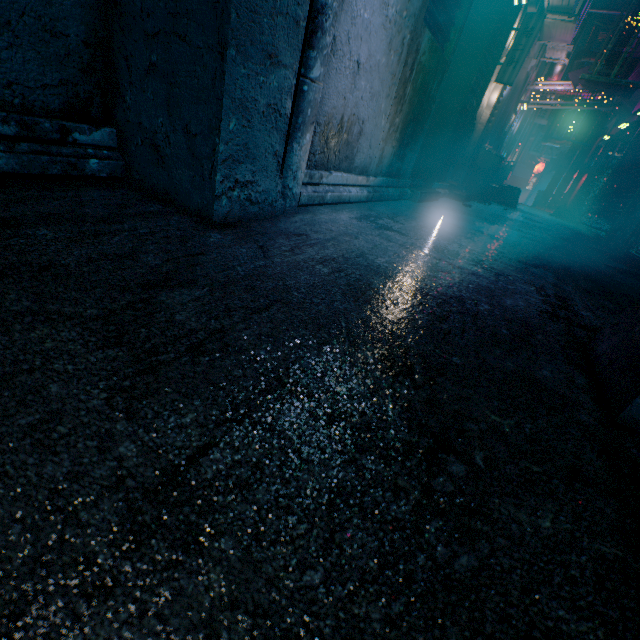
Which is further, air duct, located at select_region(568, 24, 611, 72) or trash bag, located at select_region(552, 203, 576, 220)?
air duct, located at select_region(568, 24, 611, 72)

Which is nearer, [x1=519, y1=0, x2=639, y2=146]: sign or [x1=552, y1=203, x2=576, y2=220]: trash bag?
[x1=519, y1=0, x2=639, y2=146]: sign

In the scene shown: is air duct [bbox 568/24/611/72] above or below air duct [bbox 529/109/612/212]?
above

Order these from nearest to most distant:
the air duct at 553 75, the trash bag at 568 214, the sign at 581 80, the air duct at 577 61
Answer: the sign at 581 80 < the air duct at 553 75 < the trash bag at 568 214 < the air duct at 577 61

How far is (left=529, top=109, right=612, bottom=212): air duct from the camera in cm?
1139

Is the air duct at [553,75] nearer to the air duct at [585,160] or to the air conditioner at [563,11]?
the air conditioner at [563,11]

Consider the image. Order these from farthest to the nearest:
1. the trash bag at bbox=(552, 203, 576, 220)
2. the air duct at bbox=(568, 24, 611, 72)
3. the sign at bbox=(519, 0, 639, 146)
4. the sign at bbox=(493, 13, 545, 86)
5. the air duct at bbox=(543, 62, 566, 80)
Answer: the air duct at bbox=(568, 24, 611, 72)
the trash bag at bbox=(552, 203, 576, 220)
the air duct at bbox=(543, 62, 566, 80)
the sign at bbox=(519, 0, 639, 146)
the sign at bbox=(493, 13, 545, 86)

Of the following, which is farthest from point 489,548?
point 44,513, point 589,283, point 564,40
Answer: point 564,40
